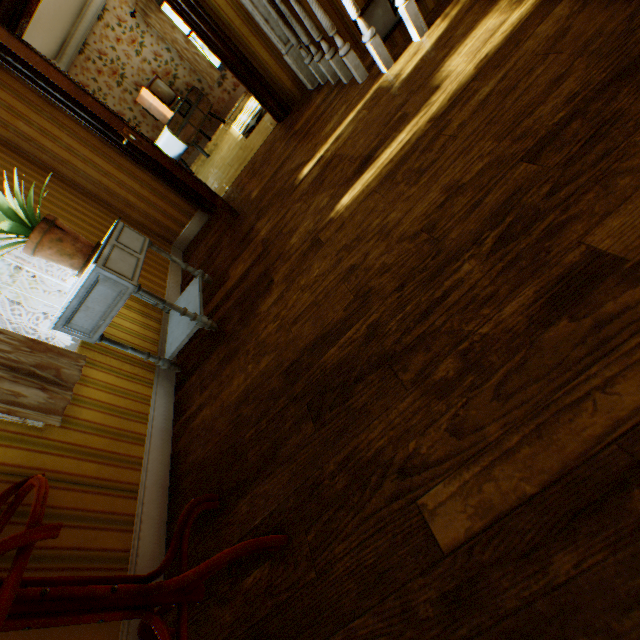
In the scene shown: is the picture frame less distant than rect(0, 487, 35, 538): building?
No

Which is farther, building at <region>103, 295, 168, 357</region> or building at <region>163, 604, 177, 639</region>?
building at <region>103, 295, 168, 357</region>

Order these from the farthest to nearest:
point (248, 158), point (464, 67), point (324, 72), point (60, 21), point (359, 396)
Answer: point (60, 21)
point (248, 158)
point (324, 72)
point (464, 67)
point (359, 396)

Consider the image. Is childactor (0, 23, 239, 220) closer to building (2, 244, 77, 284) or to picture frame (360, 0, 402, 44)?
building (2, 244, 77, 284)

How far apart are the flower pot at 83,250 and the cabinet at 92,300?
0.0m

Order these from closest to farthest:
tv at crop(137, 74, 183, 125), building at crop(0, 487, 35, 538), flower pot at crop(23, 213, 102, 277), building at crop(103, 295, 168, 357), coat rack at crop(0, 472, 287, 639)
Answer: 1. coat rack at crop(0, 472, 287, 639)
2. building at crop(0, 487, 35, 538)
3. flower pot at crop(23, 213, 102, 277)
4. building at crop(103, 295, 168, 357)
5. tv at crop(137, 74, 183, 125)

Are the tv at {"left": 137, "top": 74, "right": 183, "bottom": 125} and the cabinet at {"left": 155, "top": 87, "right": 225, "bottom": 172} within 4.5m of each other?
yes

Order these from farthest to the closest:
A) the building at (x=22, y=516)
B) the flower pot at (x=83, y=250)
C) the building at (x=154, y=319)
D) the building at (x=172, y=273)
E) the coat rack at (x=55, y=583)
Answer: the building at (x=172, y=273)
the building at (x=154, y=319)
the flower pot at (x=83, y=250)
the building at (x=22, y=516)
the coat rack at (x=55, y=583)
